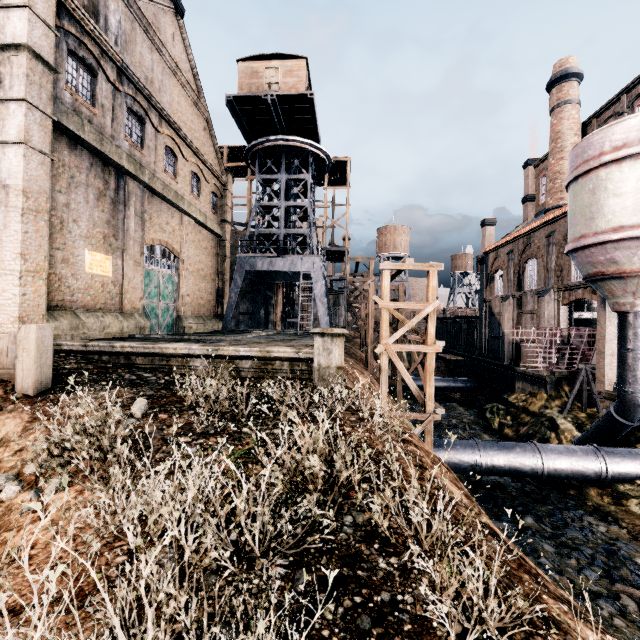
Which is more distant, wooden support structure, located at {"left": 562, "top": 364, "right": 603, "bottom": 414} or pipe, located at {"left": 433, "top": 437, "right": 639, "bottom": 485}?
wooden support structure, located at {"left": 562, "top": 364, "right": 603, "bottom": 414}

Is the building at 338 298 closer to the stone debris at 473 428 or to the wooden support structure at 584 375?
the wooden support structure at 584 375

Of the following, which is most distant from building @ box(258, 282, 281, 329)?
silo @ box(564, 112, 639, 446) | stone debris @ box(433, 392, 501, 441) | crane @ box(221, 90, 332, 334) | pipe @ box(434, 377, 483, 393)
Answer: stone debris @ box(433, 392, 501, 441)

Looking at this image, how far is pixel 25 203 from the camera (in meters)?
11.73

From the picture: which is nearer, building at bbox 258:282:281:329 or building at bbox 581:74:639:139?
building at bbox 581:74:639:139

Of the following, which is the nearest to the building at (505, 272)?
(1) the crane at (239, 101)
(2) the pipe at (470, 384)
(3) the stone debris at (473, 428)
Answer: (1) the crane at (239, 101)

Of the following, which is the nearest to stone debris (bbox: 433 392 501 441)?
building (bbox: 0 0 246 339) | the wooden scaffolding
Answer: the wooden scaffolding

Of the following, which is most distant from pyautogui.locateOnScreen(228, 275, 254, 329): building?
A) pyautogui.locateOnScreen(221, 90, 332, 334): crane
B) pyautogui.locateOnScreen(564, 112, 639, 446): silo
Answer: pyautogui.locateOnScreen(221, 90, 332, 334): crane
